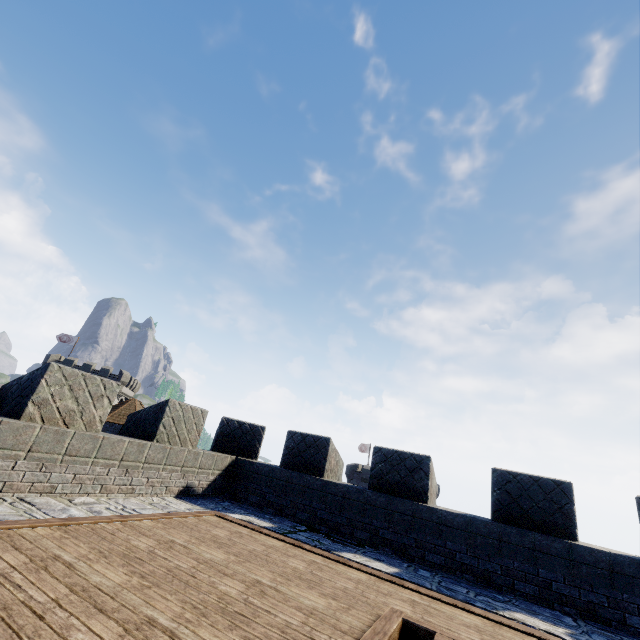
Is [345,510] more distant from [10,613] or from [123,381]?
[123,381]
